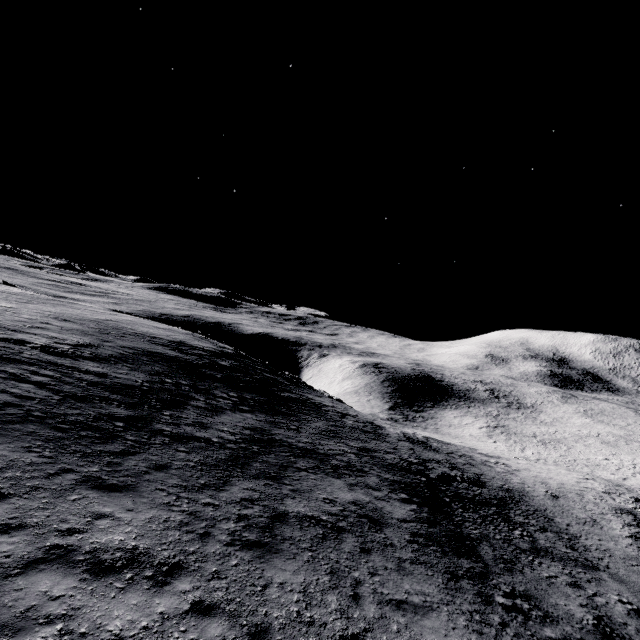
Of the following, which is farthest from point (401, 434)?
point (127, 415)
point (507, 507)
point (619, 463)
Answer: point (619, 463)
